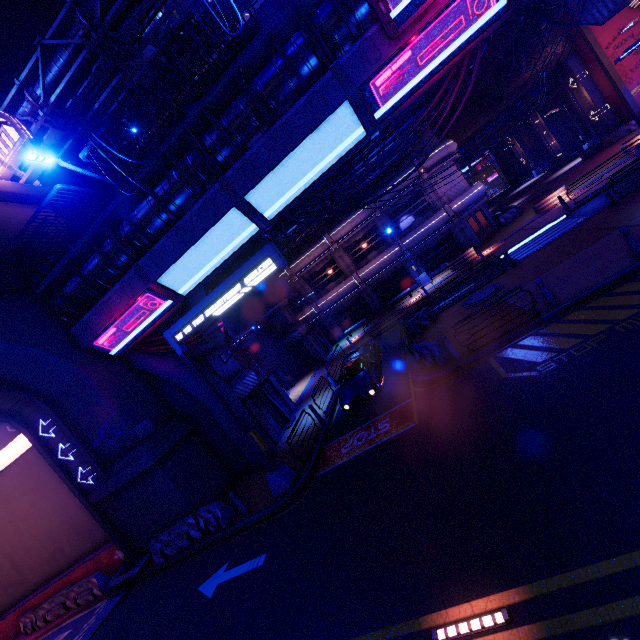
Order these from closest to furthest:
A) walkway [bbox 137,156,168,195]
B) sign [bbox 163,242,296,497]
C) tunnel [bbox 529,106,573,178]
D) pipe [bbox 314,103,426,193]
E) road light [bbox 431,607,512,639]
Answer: road light [bbox 431,607,512,639] → sign [bbox 163,242,296,497] → walkway [bbox 137,156,168,195] → pipe [bbox 314,103,426,193] → tunnel [bbox 529,106,573,178]

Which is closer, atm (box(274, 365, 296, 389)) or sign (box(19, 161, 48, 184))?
sign (box(19, 161, 48, 184))

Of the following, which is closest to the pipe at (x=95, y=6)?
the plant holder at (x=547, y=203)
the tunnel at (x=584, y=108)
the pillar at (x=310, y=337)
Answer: the tunnel at (x=584, y=108)

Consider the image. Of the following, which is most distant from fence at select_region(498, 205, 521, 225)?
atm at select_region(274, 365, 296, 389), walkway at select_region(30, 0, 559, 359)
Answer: atm at select_region(274, 365, 296, 389)

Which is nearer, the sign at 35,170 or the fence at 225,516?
the fence at 225,516

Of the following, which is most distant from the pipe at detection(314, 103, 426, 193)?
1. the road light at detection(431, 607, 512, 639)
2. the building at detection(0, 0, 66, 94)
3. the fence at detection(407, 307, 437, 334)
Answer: the road light at detection(431, 607, 512, 639)

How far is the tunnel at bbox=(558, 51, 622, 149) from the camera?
30.61m

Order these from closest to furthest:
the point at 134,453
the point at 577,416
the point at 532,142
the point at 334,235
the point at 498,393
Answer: the point at 577,416, the point at 498,393, the point at 134,453, the point at 334,235, the point at 532,142
